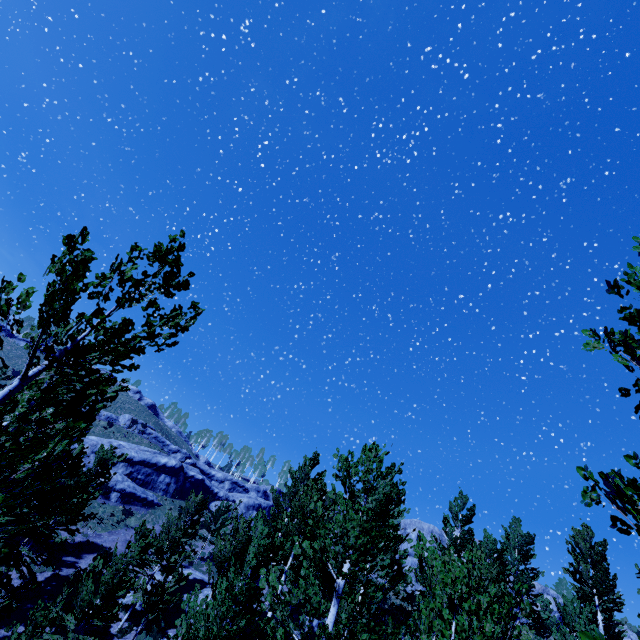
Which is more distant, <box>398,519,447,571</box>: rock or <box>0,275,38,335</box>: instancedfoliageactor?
<box>398,519,447,571</box>: rock

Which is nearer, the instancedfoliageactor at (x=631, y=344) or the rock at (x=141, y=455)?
the instancedfoliageactor at (x=631, y=344)

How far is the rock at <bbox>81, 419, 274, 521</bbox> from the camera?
33.2 meters

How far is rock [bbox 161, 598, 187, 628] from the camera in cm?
1812

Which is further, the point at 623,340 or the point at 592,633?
the point at 592,633

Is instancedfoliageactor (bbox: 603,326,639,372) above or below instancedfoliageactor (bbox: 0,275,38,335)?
above

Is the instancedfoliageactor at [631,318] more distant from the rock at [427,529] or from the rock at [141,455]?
the rock at [141,455]

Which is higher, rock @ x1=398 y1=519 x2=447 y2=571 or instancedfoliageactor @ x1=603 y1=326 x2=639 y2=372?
rock @ x1=398 y1=519 x2=447 y2=571
